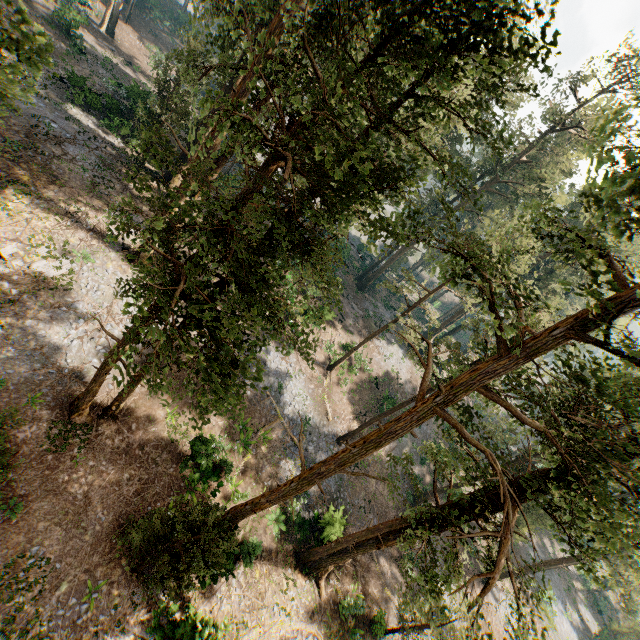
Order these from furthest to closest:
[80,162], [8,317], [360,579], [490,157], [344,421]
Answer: [490,157], [344,421], [360,579], [80,162], [8,317]

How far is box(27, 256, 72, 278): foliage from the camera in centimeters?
1741cm

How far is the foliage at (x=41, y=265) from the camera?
17.4 meters

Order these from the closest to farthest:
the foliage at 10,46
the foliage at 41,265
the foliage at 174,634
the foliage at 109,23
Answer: the foliage at 10,46 < the foliage at 174,634 < the foliage at 41,265 < the foliage at 109,23

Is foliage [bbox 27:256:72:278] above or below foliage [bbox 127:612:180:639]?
above

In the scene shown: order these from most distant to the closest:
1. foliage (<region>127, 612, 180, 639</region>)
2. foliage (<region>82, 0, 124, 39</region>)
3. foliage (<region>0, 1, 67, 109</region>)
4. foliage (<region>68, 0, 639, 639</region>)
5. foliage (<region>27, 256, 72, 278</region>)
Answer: foliage (<region>82, 0, 124, 39</region>), foliage (<region>27, 256, 72, 278</region>), foliage (<region>127, 612, 180, 639</region>), foliage (<region>0, 1, 67, 109</region>), foliage (<region>68, 0, 639, 639</region>)
